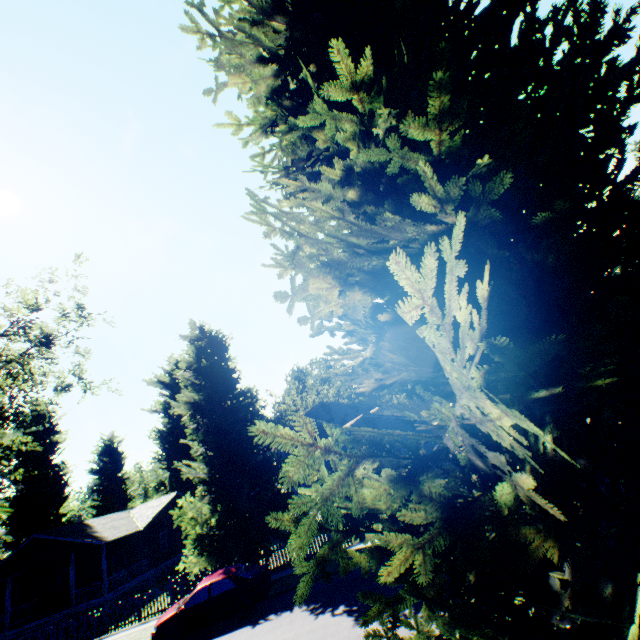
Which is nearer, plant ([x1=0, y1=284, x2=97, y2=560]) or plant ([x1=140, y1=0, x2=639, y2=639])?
plant ([x1=140, y1=0, x2=639, y2=639])

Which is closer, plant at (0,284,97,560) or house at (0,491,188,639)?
plant at (0,284,97,560)

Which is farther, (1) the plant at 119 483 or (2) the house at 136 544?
(1) the plant at 119 483

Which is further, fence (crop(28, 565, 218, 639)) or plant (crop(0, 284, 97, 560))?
fence (crop(28, 565, 218, 639))

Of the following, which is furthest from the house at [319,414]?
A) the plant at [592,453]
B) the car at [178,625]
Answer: the car at [178,625]

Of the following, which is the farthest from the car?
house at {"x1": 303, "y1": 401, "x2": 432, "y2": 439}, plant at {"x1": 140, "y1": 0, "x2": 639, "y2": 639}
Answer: house at {"x1": 303, "y1": 401, "x2": 432, "y2": 439}

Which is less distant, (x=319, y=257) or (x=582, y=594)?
(x=582, y=594)

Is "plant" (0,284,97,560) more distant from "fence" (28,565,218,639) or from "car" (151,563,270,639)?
"car" (151,563,270,639)
